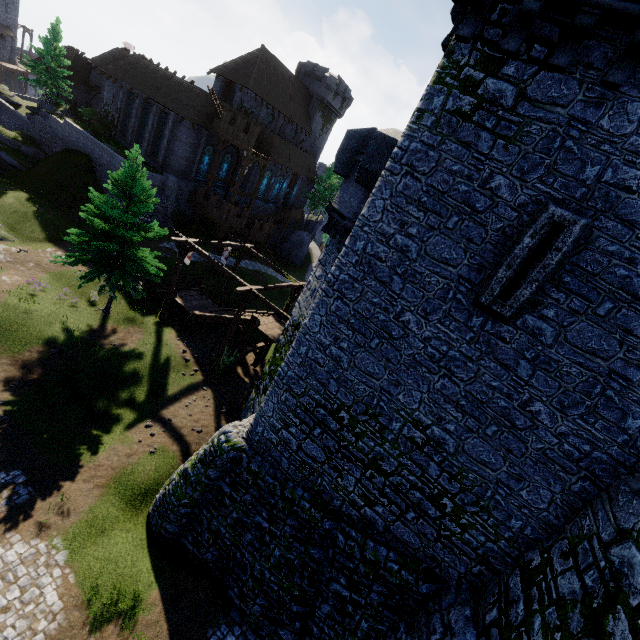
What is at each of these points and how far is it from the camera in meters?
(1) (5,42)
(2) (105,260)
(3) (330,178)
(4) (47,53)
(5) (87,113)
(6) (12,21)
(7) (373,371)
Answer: (1) building, 57.0
(2) instancedfoliageactor, 19.6
(3) tree, 52.3
(4) tree, 35.3
(5) bush, 40.2
(6) building, 57.0
(7) building tower, 9.0

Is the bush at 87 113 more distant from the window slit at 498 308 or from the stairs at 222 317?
the window slit at 498 308

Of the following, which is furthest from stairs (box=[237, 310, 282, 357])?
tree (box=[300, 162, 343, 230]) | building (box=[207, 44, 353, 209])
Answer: tree (box=[300, 162, 343, 230])

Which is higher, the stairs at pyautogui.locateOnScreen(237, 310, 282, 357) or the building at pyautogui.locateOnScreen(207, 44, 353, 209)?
the building at pyautogui.locateOnScreen(207, 44, 353, 209)

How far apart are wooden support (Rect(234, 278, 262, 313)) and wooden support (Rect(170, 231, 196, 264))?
3.7 meters

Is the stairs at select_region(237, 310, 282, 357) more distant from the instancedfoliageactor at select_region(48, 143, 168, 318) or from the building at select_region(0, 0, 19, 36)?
the building at select_region(0, 0, 19, 36)

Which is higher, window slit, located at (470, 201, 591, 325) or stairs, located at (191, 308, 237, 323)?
window slit, located at (470, 201, 591, 325)

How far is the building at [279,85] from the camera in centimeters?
3991cm
